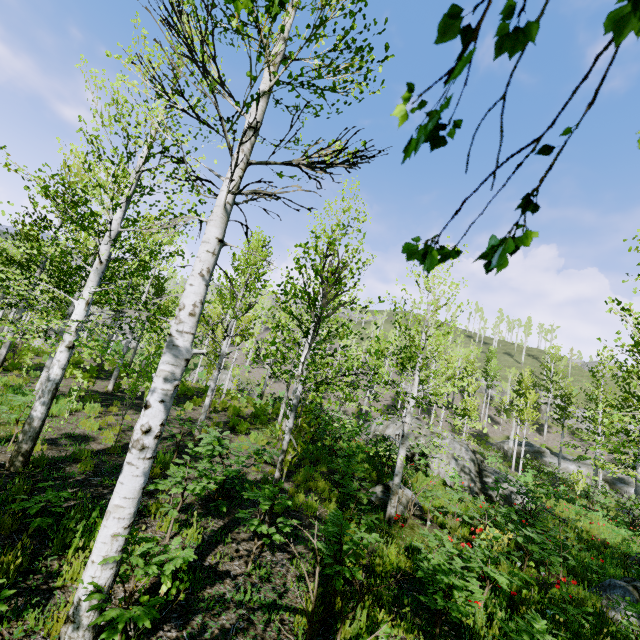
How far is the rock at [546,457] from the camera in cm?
3167

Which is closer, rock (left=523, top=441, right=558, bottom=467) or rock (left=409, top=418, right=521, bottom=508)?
rock (left=409, top=418, right=521, bottom=508)

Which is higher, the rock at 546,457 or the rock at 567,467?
the rock at 546,457

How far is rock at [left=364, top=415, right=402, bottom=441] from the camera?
18.5m

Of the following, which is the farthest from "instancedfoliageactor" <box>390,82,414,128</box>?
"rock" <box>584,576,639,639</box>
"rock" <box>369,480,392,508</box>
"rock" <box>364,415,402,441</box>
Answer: "rock" <box>364,415,402,441</box>

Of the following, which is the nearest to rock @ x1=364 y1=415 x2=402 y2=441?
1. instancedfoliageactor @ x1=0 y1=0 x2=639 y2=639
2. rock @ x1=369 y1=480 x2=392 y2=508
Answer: instancedfoliageactor @ x1=0 y1=0 x2=639 y2=639

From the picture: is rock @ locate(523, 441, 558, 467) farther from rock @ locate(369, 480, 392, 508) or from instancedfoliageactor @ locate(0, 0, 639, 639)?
rock @ locate(369, 480, 392, 508)

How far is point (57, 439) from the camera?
7.5m
